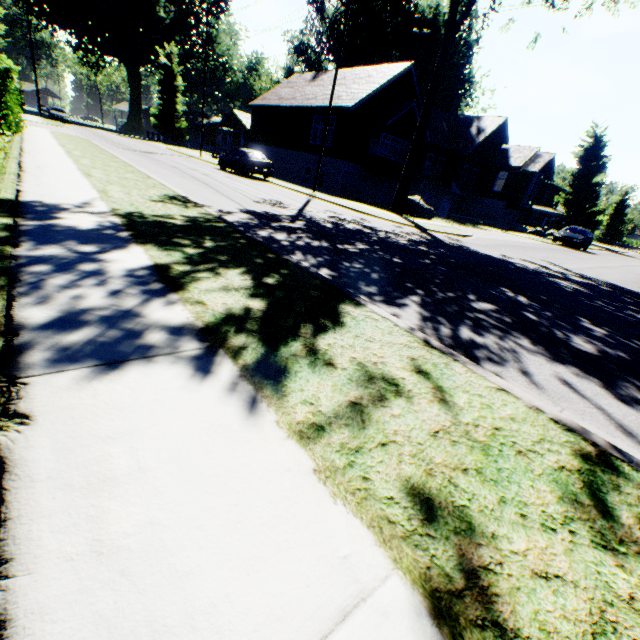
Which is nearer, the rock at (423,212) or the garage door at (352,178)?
the rock at (423,212)

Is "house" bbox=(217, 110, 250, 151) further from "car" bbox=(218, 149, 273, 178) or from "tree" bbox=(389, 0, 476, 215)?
"tree" bbox=(389, 0, 476, 215)

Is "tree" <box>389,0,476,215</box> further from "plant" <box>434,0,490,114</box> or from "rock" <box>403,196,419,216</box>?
"plant" <box>434,0,490,114</box>

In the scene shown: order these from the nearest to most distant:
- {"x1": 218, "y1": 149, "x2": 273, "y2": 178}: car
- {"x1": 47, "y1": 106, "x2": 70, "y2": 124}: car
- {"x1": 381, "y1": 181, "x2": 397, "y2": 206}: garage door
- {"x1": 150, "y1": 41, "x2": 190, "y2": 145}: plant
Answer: {"x1": 218, "y1": 149, "x2": 273, "y2": 178}: car < {"x1": 381, "y1": 181, "x2": 397, "y2": 206}: garage door < {"x1": 47, "y1": 106, "x2": 70, "y2": 124}: car < {"x1": 150, "y1": 41, "x2": 190, "y2": 145}: plant

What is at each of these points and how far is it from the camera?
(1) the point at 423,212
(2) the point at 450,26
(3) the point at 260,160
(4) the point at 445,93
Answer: (1) rock, 20.2 meters
(2) tree, 15.9 meters
(3) car, 20.9 meters
(4) plant, 41.6 meters

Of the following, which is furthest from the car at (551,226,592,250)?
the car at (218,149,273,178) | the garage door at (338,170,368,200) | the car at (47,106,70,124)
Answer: the car at (47,106,70,124)

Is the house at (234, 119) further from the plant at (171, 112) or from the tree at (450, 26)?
the tree at (450, 26)

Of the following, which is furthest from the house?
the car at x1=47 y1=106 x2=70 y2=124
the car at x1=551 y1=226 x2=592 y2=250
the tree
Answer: the car at x1=551 y1=226 x2=592 y2=250
